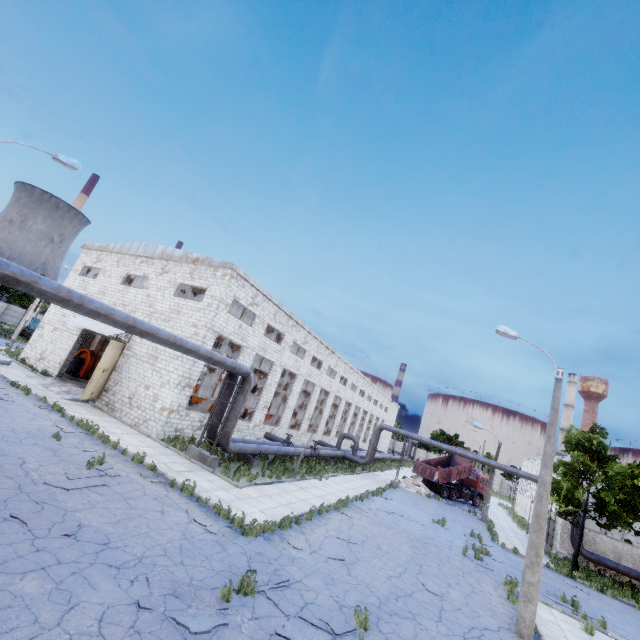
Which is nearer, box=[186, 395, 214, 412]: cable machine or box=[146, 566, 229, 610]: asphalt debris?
box=[146, 566, 229, 610]: asphalt debris

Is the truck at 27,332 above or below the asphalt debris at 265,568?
above

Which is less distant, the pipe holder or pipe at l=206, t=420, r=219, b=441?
the pipe holder

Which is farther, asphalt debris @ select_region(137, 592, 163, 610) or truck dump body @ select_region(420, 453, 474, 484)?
truck dump body @ select_region(420, 453, 474, 484)

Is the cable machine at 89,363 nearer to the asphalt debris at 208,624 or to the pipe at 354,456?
the pipe at 354,456

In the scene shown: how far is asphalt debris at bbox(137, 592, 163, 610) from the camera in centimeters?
604cm

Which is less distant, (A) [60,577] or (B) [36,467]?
(A) [60,577]
